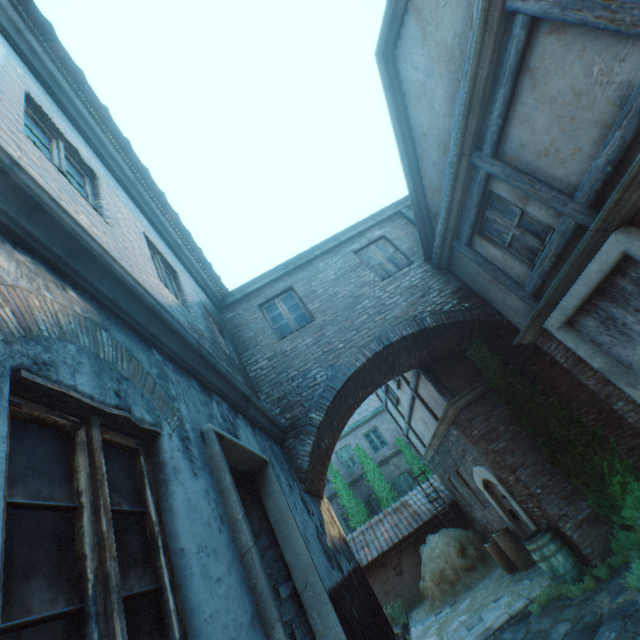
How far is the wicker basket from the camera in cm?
838

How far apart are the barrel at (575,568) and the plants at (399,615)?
7.6 meters

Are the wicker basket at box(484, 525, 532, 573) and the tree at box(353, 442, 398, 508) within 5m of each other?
no

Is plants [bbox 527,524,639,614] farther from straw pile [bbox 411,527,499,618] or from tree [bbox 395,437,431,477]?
tree [bbox 395,437,431,477]

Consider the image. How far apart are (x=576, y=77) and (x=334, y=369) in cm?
583

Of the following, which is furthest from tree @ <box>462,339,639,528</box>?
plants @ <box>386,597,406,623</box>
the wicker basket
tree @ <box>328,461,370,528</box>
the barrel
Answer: tree @ <box>328,461,370,528</box>

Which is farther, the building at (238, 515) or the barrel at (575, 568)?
the barrel at (575, 568)

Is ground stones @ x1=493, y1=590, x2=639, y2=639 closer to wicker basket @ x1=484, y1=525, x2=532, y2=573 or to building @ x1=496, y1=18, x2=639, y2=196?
building @ x1=496, y1=18, x2=639, y2=196
